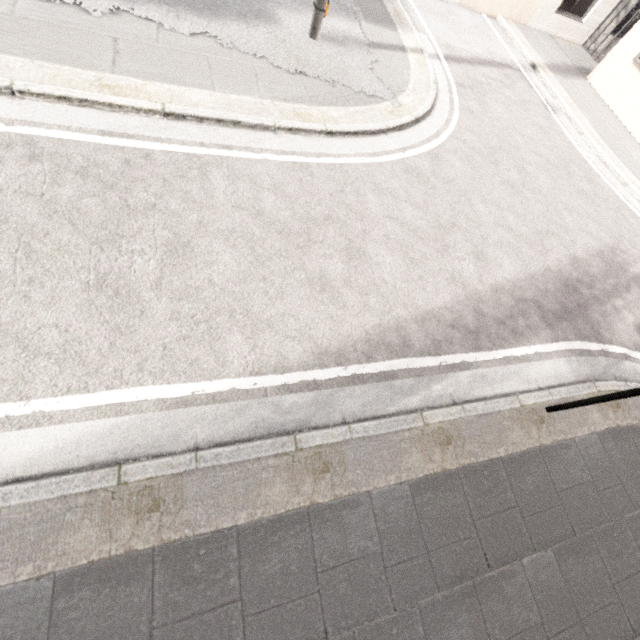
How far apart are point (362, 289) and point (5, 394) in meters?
3.8 m
